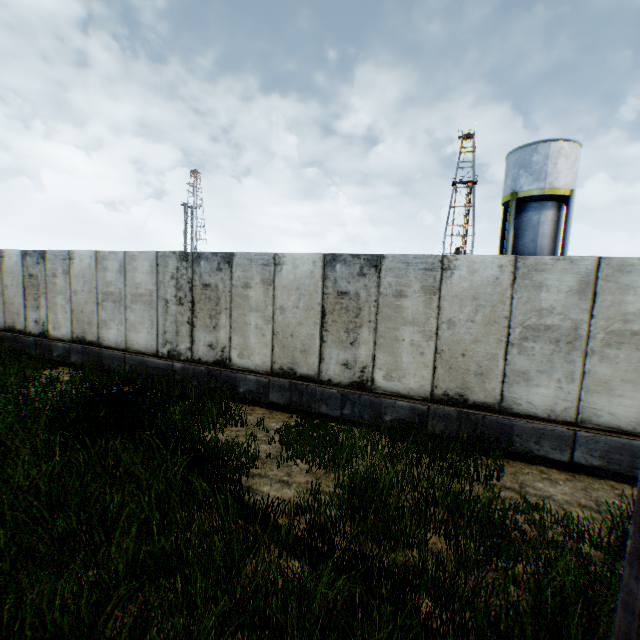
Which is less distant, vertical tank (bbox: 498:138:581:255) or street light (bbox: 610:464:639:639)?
street light (bbox: 610:464:639:639)

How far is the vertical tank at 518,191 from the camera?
19.59m

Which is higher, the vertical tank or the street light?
the vertical tank

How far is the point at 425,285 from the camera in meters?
6.4 m

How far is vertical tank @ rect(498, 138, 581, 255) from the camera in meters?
19.6 m

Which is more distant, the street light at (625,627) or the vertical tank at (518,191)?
the vertical tank at (518,191)
